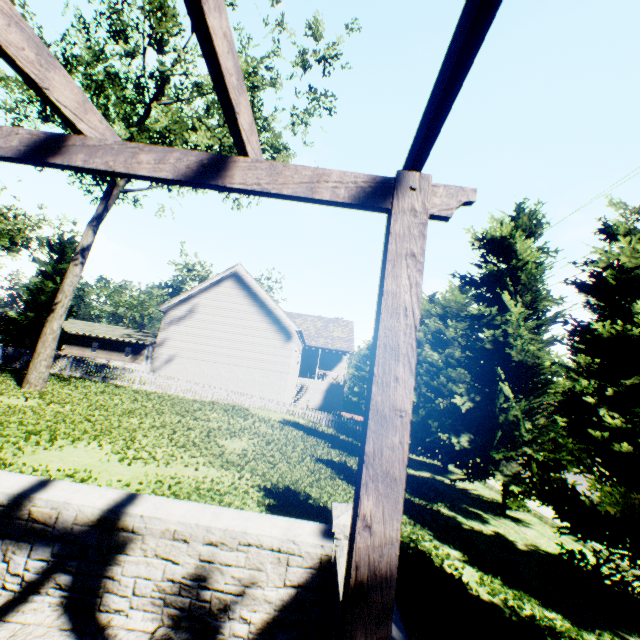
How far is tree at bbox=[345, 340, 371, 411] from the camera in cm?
4509

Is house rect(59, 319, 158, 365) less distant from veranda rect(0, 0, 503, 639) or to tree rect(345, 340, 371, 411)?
tree rect(345, 340, 371, 411)

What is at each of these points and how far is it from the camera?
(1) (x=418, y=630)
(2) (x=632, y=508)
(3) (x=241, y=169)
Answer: (1) plant, 4.2 meters
(2) tree, 6.7 meters
(3) veranda, 1.5 meters

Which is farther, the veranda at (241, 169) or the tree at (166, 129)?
the tree at (166, 129)

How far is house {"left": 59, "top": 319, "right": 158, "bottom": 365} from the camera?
46.9 meters

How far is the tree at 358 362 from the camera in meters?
45.1

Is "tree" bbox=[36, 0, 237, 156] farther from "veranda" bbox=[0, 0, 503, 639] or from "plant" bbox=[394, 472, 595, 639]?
"veranda" bbox=[0, 0, 503, 639]

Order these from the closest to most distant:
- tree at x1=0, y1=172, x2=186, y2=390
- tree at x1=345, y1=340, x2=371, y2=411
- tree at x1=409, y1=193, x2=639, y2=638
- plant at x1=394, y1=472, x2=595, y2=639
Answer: plant at x1=394, y1=472, x2=595, y2=639 < tree at x1=409, y1=193, x2=639, y2=638 < tree at x1=0, y1=172, x2=186, y2=390 < tree at x1=345, y1=340, x2=371, y2=411
